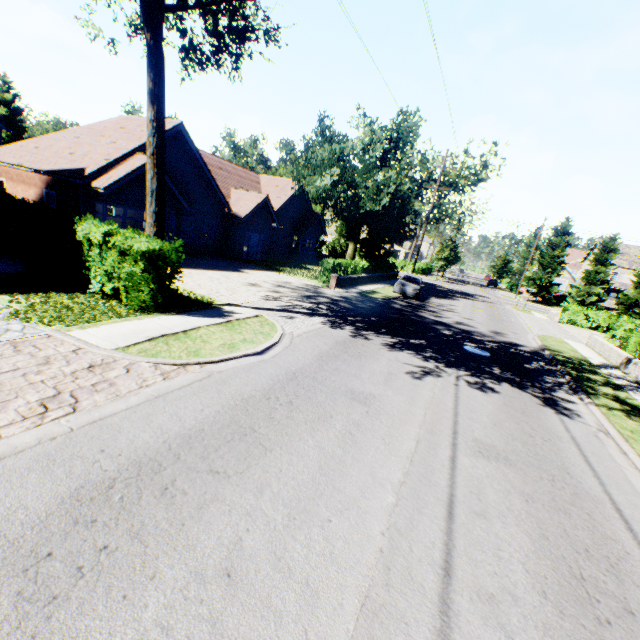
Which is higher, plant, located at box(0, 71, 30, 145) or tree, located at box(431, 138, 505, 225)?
tree, located at box(431, 138, 505, 225)

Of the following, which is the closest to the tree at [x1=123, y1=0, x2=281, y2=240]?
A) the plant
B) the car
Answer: the plant

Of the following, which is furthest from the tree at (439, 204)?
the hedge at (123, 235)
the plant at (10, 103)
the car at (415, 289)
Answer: the car at (415, 289)

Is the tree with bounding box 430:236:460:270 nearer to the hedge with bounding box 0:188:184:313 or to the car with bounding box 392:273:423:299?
the hedge with bounding box 0:188:184:313

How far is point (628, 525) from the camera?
5.2m

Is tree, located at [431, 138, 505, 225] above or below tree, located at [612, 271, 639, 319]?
above

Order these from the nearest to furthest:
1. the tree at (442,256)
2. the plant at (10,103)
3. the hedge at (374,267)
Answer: the hedge at (374,267) → the plant at (10,103) → the tree at (442,256)
